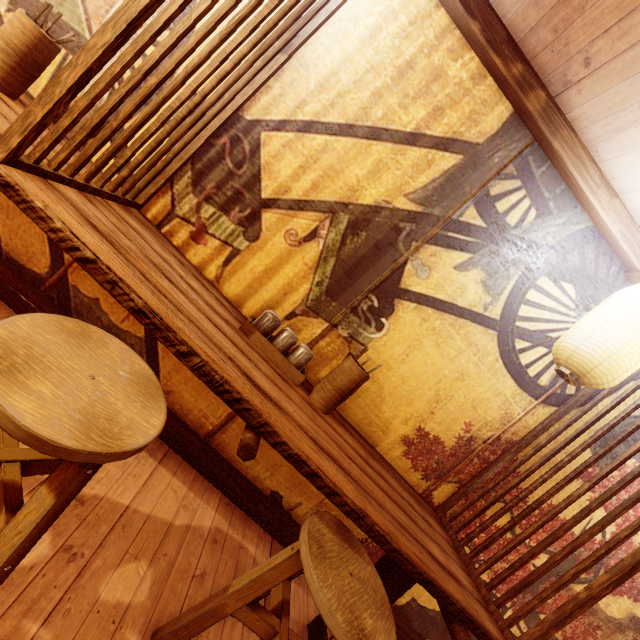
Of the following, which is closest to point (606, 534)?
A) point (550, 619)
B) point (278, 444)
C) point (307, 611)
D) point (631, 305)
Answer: point (550, 619)

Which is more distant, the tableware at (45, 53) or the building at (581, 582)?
the building at (581, 582)

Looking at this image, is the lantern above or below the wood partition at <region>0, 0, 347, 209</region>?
above

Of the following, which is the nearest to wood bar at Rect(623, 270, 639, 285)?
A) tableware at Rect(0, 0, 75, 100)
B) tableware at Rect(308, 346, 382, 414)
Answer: tableware at Rect(308, 346, 382, 414)

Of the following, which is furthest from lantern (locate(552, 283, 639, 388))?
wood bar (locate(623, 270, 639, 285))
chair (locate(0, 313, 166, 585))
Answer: chair (locate(0, 313, 166, 585))

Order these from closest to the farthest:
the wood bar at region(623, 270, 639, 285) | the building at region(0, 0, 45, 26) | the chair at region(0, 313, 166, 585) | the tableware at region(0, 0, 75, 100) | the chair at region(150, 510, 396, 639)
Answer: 1. the chair at region(0, 313, 166, 585)
2. the chair at region(150, 510, 396, 639)
3. the tableware at region(0, 0, 75, 100)
4. the building at region(0, 0, 45, 26)
5. the wood bar at region(623, 270, 639, 285)

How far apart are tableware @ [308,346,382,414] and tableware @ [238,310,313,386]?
0.16m

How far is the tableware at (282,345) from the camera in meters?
3.0
